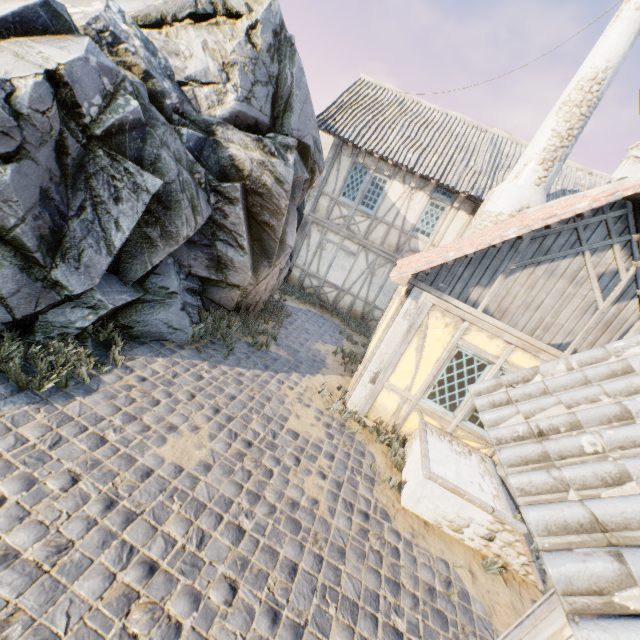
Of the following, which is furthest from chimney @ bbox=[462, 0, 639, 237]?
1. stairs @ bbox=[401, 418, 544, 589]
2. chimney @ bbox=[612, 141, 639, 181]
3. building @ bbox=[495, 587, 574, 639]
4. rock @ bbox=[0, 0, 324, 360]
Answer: chimney @ bbox=[612, 141, 639, 181]

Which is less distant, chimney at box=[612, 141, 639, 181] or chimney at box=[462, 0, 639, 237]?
chimney at box=[462, 0, 639, 237]

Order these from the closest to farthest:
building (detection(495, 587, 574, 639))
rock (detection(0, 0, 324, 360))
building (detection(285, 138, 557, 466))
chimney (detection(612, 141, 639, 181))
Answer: building (detection(495, 587, 574, 639)), rock (detection(0, 0, 324, 360)), building (detection(285, 138, 557, 466)), chimney (detection(612, 141, 639, 181))

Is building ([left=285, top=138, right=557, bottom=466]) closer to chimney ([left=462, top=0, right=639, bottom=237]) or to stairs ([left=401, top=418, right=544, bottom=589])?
chimney ([left=462, top=0, right=639, bottom=237])

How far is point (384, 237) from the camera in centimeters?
1190cm

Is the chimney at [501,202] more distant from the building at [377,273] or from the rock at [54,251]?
the rock at [54,251]

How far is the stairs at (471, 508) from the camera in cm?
478
